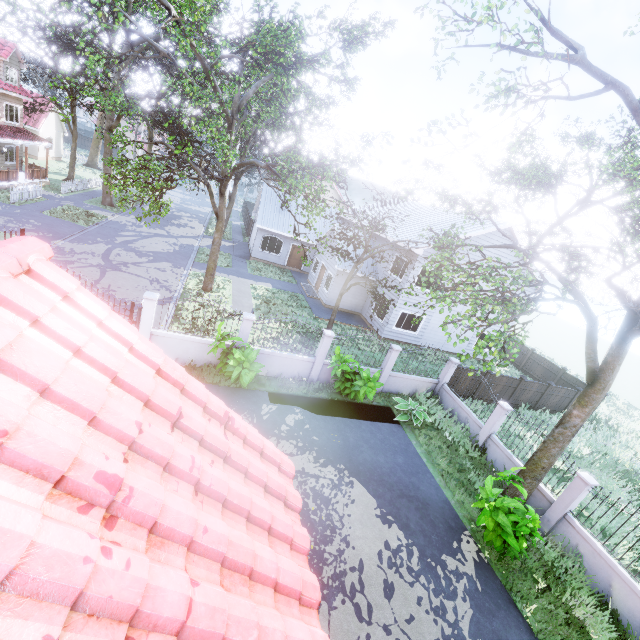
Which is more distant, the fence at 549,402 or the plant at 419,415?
the fence at 549,402

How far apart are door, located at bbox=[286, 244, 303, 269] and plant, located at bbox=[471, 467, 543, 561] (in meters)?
24.02

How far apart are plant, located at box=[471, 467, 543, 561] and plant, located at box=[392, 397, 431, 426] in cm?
357

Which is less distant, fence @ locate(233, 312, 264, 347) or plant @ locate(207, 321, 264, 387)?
plant @ locate(207, 321, 264, 387)

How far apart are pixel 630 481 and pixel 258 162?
21.39m

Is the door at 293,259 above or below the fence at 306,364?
above

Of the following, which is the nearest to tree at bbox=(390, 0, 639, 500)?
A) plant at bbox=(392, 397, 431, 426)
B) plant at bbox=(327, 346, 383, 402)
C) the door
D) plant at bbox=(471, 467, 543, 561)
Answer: the door

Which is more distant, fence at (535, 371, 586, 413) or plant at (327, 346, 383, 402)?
fence at (535, 371, 586, 413)
